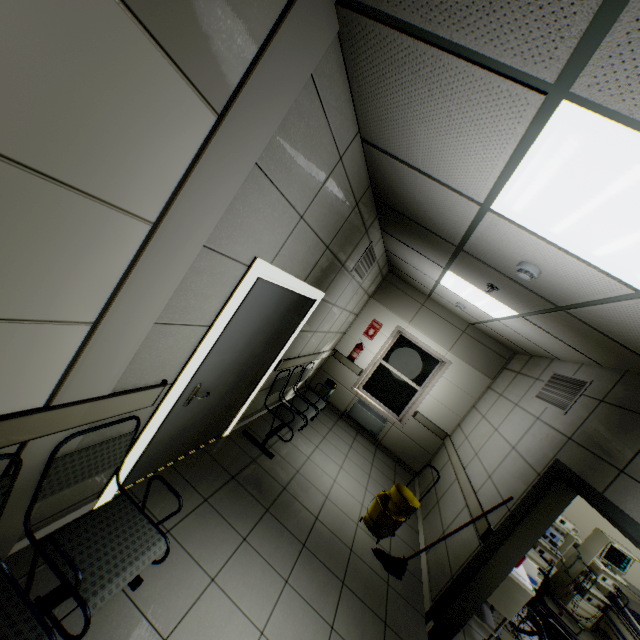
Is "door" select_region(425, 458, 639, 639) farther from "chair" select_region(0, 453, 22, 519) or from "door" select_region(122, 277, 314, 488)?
"door" select_region(122, 277, 314, 488)

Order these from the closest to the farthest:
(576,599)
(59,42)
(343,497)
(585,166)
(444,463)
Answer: (59,42) → (585,166) → (343,497) → (576,599) → (444,463)

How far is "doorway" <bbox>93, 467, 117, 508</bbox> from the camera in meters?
2.3

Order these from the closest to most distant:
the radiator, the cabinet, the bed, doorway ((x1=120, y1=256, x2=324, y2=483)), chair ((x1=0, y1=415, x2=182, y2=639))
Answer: chair ((x1=0, y1=415, x2=182, y2=639))
doorway ((x1=120, y1=256, x2=324, y2=483))
the cabinet
the bed
the radiator

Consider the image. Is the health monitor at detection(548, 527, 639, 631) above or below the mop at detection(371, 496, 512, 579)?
above

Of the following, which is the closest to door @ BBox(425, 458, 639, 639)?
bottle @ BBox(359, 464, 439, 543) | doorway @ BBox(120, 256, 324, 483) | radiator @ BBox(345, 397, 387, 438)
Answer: bottle @ BBox(359, 464, 439, 543)

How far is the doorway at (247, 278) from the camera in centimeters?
216cm

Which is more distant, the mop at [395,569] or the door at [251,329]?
the mop at [395,569]
